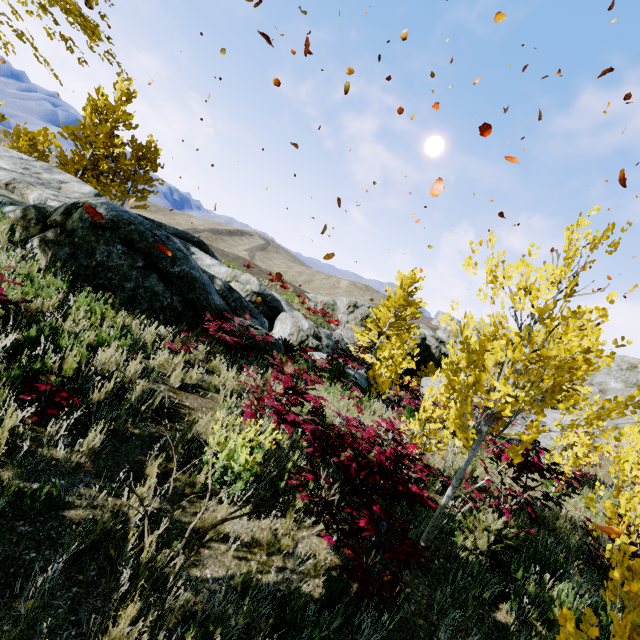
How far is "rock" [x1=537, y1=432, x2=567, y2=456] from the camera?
10.7 meters

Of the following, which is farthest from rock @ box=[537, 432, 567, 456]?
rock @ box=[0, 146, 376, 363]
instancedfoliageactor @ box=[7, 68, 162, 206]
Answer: instancedfoliageactor @ box=[7, 68, 162, 206]

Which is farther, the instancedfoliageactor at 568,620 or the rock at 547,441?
the rock at 547,441

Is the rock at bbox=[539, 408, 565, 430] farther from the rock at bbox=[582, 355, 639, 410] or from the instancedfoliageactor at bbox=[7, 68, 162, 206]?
the rock at bbox=[582, 355, 639, 410]

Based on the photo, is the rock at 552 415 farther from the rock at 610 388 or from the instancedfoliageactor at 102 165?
the rock at 610 388

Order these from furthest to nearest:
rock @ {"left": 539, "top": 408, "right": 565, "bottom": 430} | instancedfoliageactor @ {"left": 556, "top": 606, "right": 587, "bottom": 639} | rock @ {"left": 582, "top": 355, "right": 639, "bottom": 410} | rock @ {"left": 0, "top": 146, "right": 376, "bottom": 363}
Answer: rock @ {"left": 582, "top": 355, "right": 639, "bottom": 410} → rock @ {"left": 539, "top": 408, "right": 565, "bottom": 430} → rock @ {"left": 0, "top": 146, "right": 376, "bottom": 363} → instancedfoliageactor @ {"left": 556, "top": 606, "right": 587, "bottom": 639}

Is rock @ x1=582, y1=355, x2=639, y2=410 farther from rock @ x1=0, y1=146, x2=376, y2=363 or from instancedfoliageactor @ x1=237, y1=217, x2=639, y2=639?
rock @ x1=0, y1=146, x2=376, y2=363

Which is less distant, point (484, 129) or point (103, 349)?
point (103, 349)
